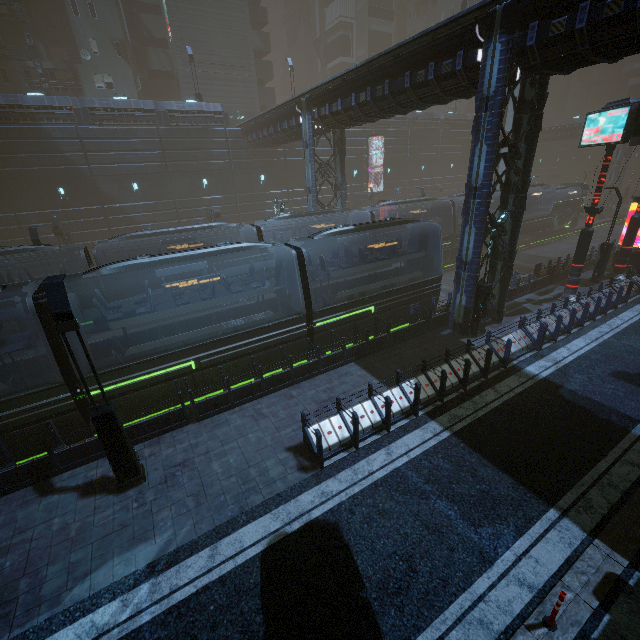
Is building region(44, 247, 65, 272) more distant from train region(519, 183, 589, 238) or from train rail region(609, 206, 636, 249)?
train region(519, 183, 589, 238)

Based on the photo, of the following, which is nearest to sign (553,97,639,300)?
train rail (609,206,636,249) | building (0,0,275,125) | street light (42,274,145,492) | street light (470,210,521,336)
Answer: building (0,0,275,125)

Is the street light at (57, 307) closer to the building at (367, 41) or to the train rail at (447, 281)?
the building at (367, 41)

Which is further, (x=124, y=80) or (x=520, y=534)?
(x=124, y=80)

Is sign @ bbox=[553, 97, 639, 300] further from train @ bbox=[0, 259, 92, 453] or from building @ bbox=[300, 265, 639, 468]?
train @ bbox=[0, 259, 92, 453]

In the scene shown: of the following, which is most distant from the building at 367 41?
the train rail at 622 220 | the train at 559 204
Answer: the train at 559 204

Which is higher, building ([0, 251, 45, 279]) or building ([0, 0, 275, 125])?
building ([0, 0, 275, 125])

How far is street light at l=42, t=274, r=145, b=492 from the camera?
6.7m
